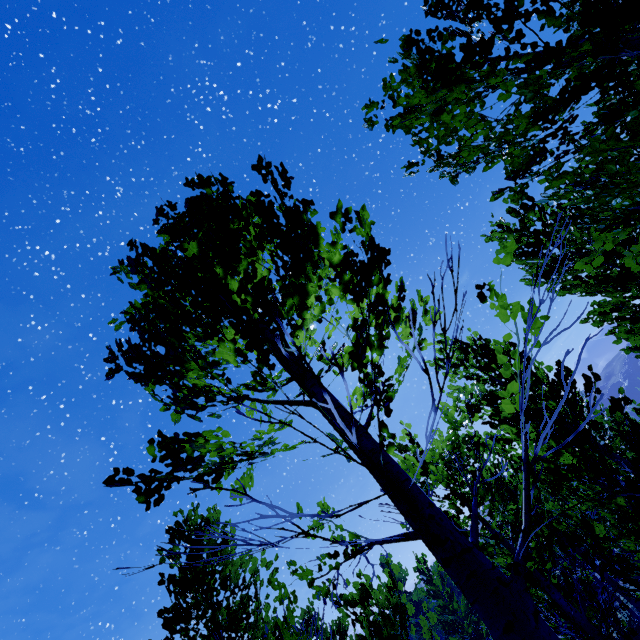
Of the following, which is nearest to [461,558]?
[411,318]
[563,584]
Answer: [411,318]
